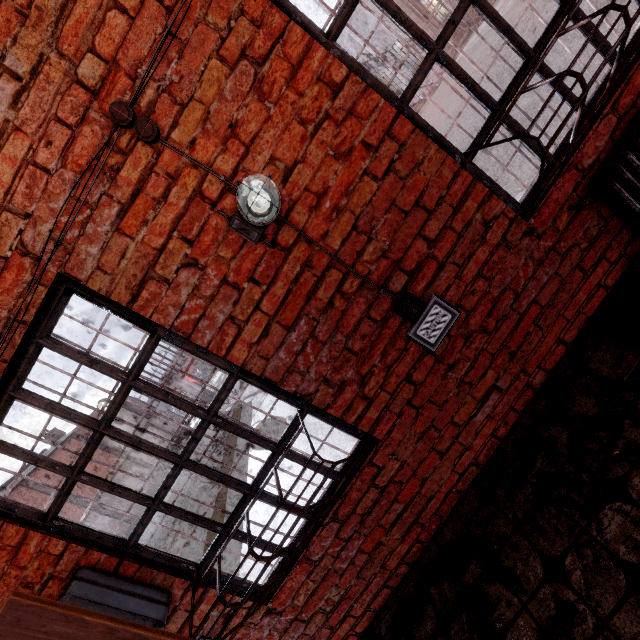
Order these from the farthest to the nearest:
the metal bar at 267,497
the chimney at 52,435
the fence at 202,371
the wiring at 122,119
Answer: the fence at 202,371
the chimney at 52,435
the metal bar at 267,497
the wiring at 122,119

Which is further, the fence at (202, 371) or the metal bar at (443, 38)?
the fence at (202, 371)

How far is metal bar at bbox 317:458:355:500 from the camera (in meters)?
2.09

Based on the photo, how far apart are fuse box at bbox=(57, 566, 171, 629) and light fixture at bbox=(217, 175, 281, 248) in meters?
2.1

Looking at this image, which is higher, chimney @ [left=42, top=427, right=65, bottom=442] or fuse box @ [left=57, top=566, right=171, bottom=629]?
chimney @ [left=42, top=427, right=65, bottom=442]

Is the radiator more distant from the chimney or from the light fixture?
the chimney

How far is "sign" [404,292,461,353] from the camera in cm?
190

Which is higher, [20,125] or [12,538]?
[20,125]
